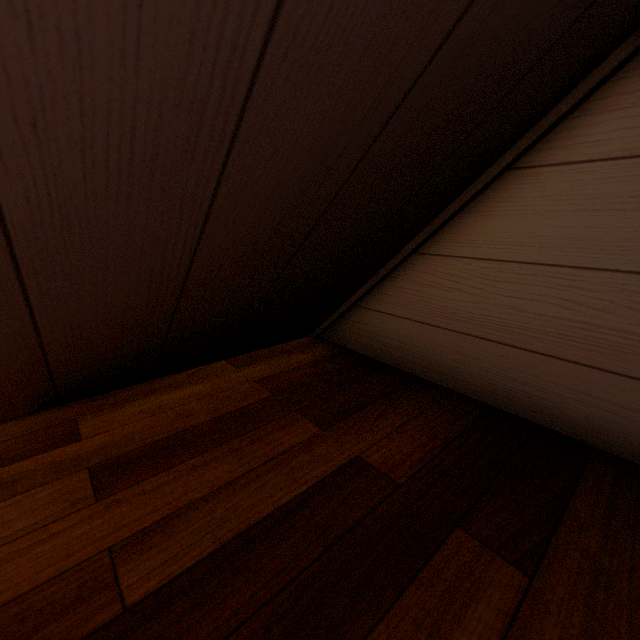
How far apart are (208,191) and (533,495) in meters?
0.8
